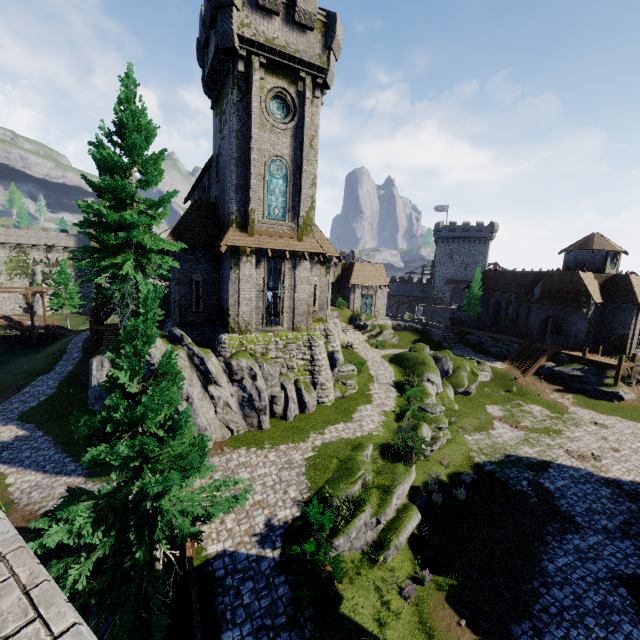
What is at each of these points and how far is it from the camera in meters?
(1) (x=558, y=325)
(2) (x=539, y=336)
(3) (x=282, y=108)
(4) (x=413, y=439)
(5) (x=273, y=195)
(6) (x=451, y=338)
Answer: (1) building, 46.2
(2) double door, 40.6
(3) window glass, 20.2
(4) bush, 18.8
(5) window glass, 20.6
(6) stairs, 45.9

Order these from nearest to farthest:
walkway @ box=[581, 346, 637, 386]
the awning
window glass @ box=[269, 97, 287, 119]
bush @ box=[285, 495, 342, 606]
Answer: bush @ box=[285, 495, 342, 606]
window glass @ box=[269, 97, 287, 119]
walkway @ box=[581, 346, 637, 386]
the awning

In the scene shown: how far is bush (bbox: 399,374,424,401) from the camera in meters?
25.1 m

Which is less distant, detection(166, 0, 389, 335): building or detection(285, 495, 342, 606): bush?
detection(285, 495, 342, 606): bush

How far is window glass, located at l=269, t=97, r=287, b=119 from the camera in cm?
1986

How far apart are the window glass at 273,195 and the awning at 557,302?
34.89m

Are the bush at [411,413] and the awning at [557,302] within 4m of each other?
no

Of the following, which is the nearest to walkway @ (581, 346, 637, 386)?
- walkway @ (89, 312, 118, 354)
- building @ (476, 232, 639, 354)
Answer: building @ (476, 232, 639, 354)
